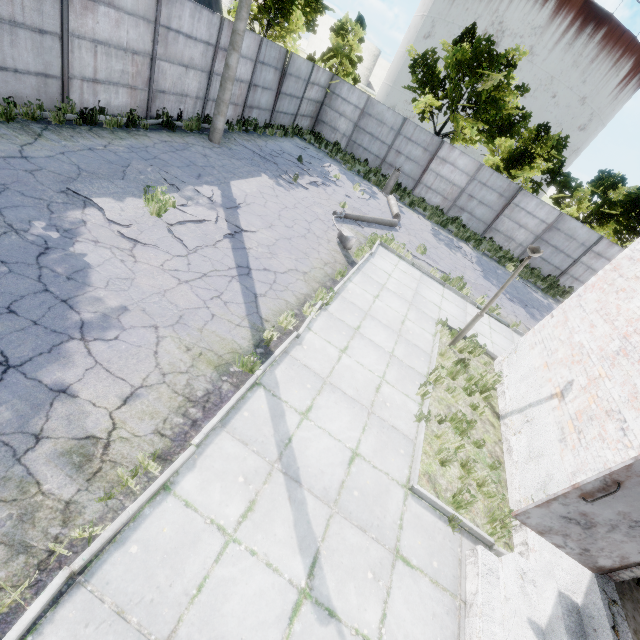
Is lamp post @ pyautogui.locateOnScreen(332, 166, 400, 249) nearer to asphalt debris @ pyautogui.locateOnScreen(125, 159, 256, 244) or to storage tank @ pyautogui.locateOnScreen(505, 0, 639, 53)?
asphalt debris @ pyautogui.locateOnScreen(125, 159, 256, 244)

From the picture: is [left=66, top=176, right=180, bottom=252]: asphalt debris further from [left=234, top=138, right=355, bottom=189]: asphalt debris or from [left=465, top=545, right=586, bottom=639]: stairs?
[left=465, top=545, right=586, bottom=639]: stairs

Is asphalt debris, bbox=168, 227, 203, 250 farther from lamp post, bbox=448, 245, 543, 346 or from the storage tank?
the storage tank

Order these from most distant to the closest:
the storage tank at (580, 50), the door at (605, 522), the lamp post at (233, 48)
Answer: the storage tank at (580, 50)
the lamp post at (233, 48)
the door at (605, 522)

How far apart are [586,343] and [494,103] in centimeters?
2024cm

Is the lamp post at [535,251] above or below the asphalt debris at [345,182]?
above

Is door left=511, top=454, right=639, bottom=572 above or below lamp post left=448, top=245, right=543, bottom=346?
below

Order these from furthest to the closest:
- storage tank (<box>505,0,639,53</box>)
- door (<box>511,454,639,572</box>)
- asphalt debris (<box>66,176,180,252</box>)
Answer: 1. storage tank (<box>505,0,639,53</box>)
2. asphalt debris (<box>66,176,180,252</box>)
3. door (<box>511,454,639,572</box>)
